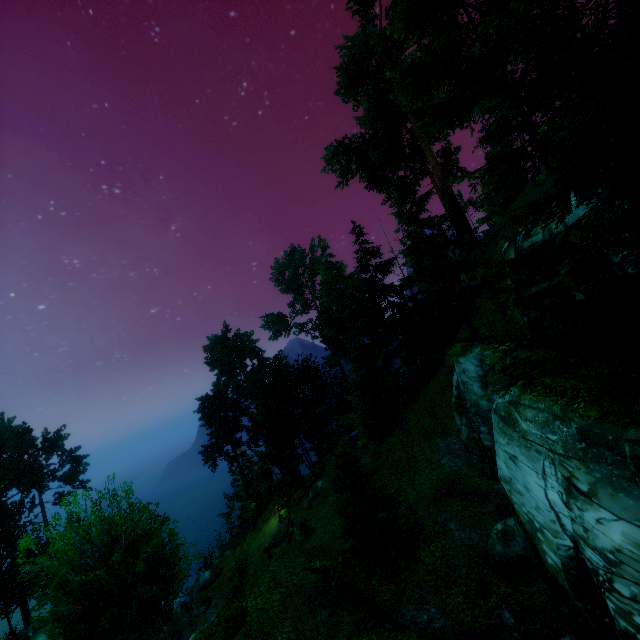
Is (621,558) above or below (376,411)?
below

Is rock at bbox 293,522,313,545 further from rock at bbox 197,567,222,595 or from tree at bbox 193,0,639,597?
rock at bbox 197,567,222,595

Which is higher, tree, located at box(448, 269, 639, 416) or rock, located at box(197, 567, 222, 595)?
tree, located at box(448, 269, 639, 416)

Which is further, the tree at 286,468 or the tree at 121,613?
the tree at 121,613

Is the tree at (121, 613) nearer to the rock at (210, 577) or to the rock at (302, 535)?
the rock at (302, 535)

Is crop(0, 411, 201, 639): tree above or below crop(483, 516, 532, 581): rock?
above

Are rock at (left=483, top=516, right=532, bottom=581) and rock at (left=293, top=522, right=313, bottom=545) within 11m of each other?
no

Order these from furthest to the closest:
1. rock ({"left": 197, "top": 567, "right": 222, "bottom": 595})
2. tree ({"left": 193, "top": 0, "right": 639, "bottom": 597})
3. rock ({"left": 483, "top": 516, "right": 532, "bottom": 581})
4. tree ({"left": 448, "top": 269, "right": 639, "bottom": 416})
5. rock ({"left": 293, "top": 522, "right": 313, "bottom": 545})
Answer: rock ({"left": 197, "top": 567, "right": 222, "bottom": 595}), rock ({"left": 293, "top": 522, "right": 313, "bottom": 545}), rock ({"left": 483, "top": 516, "right": 532, "bottom": 581}), tree ({"left": 193, "top": 0, "right": 639, "bottom": 597}), tree ({"left": 448, "top": 269, "right": 639, "bottom": 416})
